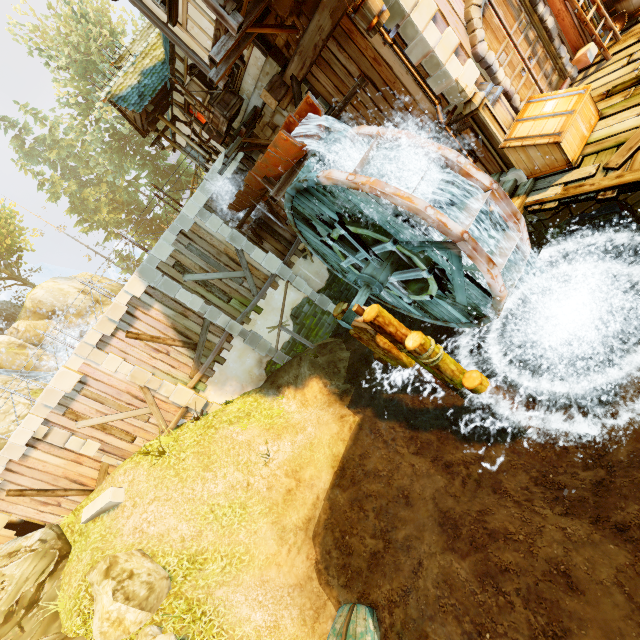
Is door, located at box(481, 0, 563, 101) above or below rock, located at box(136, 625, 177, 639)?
above

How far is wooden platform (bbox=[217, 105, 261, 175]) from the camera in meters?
10.4 m

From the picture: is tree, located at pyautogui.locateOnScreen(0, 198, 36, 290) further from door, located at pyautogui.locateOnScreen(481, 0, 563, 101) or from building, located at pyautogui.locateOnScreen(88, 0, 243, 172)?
door, located at pyautogui.locateOnScreen(481, 0, 563, 101)

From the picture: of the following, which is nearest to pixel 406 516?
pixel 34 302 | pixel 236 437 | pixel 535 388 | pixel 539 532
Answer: pixel 539 532

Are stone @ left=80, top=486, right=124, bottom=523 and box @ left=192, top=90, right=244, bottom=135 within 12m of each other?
no

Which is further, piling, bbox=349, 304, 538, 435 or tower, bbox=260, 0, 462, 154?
piling, bbox=349, 304, 538, 435

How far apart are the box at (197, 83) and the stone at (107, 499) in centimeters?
1324cm

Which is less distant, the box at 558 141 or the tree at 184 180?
the box at 558 141
